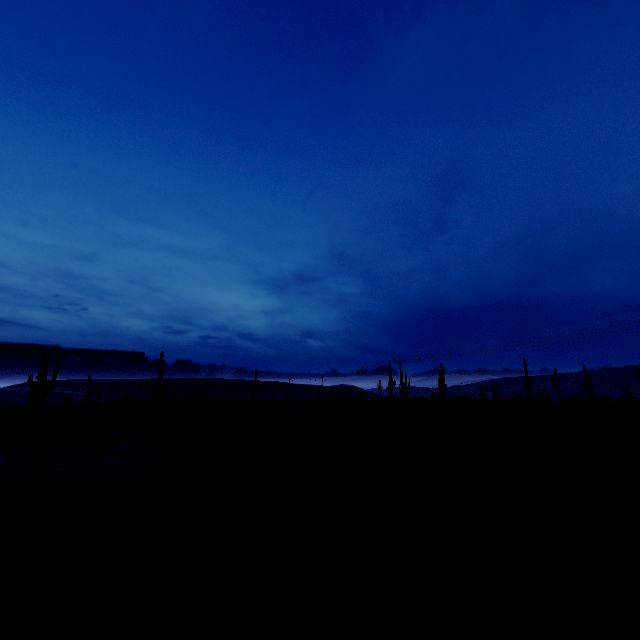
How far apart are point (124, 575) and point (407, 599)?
5.1m
